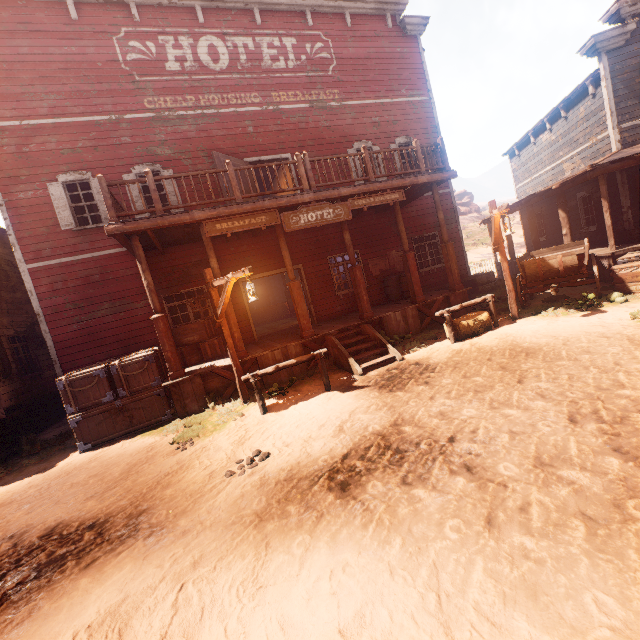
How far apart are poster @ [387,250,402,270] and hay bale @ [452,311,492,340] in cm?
464

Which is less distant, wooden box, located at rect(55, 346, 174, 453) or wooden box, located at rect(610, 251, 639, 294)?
wooden box, located at rect(55, 346, 174, 453)

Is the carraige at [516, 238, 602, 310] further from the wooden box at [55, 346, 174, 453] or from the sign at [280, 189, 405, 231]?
the wooden box at [55, 346, 174, 453]

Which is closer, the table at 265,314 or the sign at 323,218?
the sign at 323,218

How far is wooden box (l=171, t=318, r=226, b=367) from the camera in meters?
9.5 m

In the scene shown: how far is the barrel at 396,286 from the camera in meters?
12.2

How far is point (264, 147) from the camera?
11.55m

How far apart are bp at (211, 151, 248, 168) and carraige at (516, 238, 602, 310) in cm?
816
